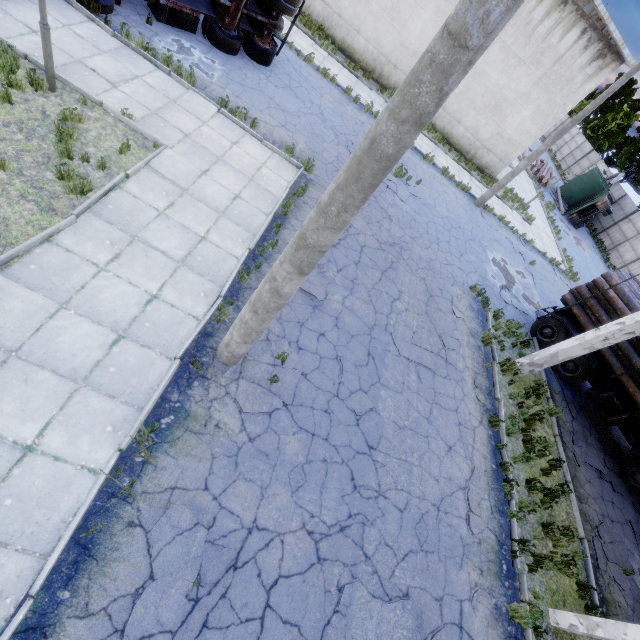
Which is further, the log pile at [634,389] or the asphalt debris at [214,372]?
the log pile at [634,389]

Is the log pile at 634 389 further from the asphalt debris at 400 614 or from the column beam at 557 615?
the asphalt debris at 400 614

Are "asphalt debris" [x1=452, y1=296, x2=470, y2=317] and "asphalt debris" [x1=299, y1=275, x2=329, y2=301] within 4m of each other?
no

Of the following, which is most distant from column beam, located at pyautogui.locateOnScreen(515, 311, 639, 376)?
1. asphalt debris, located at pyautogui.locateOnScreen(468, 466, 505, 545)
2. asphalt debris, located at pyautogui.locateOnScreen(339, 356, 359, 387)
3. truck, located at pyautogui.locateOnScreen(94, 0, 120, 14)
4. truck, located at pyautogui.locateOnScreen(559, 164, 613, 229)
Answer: truck, located at pyautogui.locateOnScreen(559, 164, 613, 229)

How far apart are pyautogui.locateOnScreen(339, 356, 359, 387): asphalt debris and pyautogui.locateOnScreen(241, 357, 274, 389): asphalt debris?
1.0 meters

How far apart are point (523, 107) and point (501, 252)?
9.67m

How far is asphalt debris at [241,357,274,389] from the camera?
6.43m

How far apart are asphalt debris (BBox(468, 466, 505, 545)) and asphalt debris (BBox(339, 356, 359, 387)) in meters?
3.7
